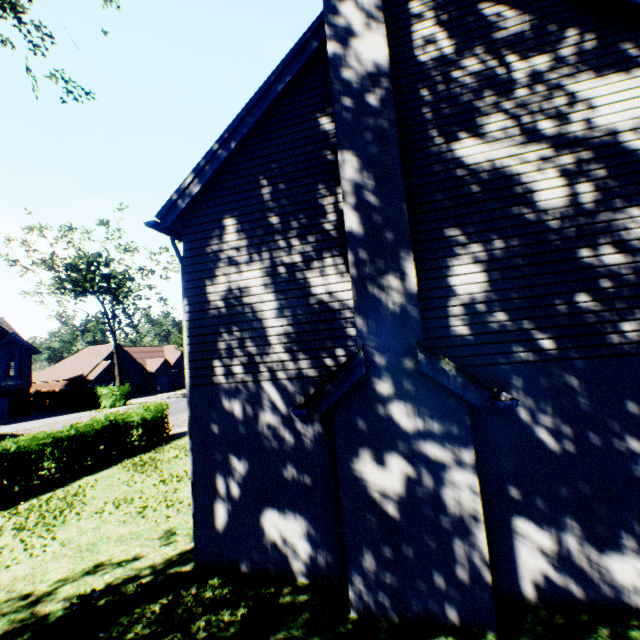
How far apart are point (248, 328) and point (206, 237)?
2.2m

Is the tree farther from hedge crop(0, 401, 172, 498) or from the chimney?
the chimney

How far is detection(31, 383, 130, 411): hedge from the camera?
34.8 meters

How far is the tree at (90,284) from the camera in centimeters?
3045cm

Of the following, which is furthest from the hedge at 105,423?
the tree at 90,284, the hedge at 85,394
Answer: the hedge at 85,394

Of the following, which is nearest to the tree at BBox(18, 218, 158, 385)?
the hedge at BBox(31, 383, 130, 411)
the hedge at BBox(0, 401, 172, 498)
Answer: the hedge at BBox(31, 383, 130, 411)

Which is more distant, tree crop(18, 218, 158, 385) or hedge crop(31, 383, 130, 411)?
hedge crop(31, 383, 130, 411)

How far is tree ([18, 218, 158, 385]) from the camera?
30.5m
